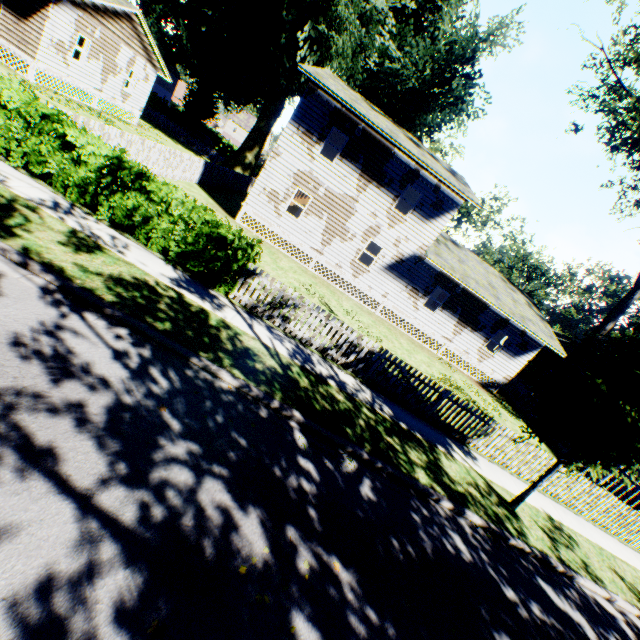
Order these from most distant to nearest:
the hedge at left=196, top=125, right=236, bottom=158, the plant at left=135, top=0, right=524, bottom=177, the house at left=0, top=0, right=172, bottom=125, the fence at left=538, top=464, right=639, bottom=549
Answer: the hedge at left=196, top=125, right=236, bottom=158, the plant at left=135, top=0, right=524, bottom=177, the house at left=0, top=0, right=172, bottom=125, the fence at left=538, top=464, right=639, bottom=549

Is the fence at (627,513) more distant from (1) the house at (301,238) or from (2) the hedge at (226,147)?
(2) the hedge at (226,147)

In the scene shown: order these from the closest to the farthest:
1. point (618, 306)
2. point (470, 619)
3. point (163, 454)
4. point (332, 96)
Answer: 1. point (163, 454)
2. point (470, 619)
3. point (332, 96)
4. point (618, 306)

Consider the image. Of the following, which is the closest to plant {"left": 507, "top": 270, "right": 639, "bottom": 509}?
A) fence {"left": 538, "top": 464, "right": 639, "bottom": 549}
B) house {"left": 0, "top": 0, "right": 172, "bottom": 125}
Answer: house {"left": 0, "top": 0, "right": 172, "bottom": 125}

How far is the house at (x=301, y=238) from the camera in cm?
1686

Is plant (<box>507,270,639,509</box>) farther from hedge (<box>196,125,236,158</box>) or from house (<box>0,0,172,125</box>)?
hedge (<box>196,125,236,158</box>)

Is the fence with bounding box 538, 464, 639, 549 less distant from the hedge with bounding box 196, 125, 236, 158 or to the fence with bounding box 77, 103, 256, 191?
the fence with bounding box 77, 103, 256, 191
